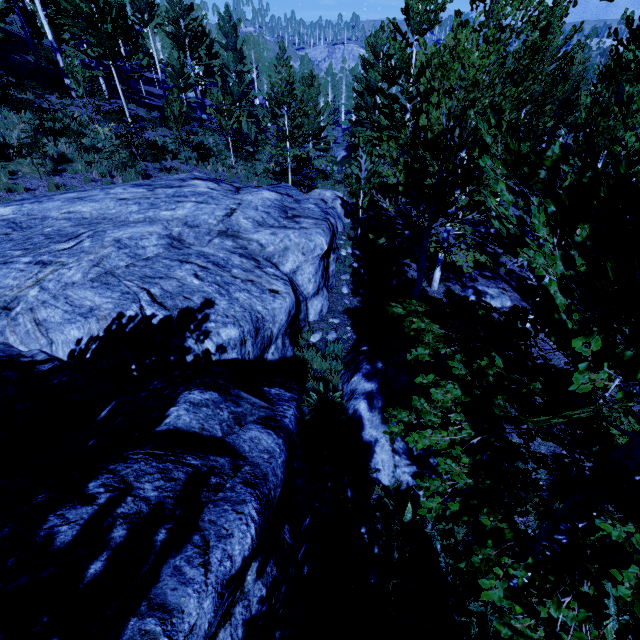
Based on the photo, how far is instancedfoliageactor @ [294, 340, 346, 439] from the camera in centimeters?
647cm

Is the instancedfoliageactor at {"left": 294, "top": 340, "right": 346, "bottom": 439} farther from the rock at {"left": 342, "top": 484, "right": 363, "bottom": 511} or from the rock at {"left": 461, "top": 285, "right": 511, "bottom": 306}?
the rock at {"left": 461, "top": 285, "right": 511, "bottom": 306}

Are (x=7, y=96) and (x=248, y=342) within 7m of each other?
no

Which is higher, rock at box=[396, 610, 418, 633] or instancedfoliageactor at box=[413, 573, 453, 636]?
rock at box=[396, 610, 418, 633]

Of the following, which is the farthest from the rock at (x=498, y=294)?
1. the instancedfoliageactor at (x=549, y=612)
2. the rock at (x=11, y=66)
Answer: the rock at (x=11, y=66)

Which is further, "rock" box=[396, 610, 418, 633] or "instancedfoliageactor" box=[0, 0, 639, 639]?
"rock" box=[396, 610, 418, 633]
